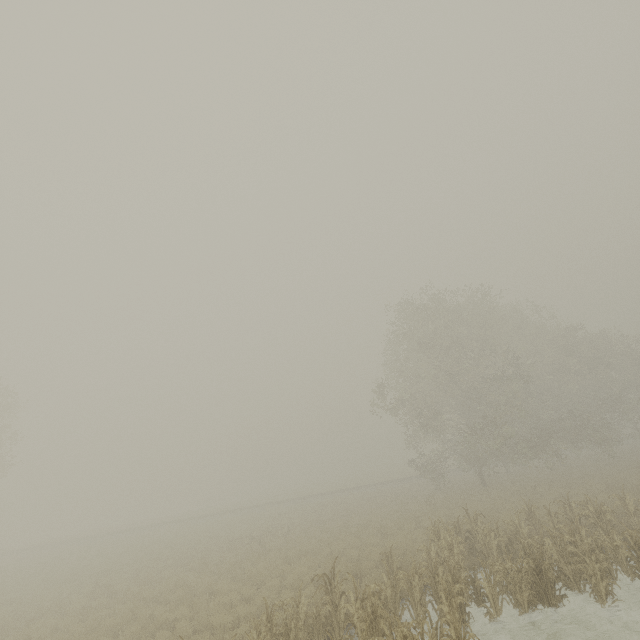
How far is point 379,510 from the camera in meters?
24.3
